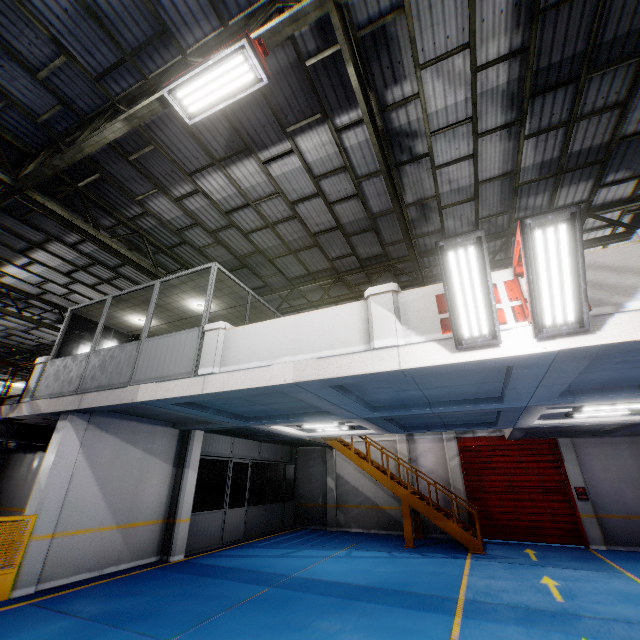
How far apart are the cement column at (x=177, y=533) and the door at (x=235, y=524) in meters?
2.1 m

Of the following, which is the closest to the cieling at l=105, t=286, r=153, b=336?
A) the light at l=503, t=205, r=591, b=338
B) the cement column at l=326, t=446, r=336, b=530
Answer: the light at l=503, t=205, r=591, b=338

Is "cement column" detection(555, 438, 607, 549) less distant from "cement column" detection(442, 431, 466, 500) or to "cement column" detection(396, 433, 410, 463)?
"cement column" detection(442, 431, 466, 500)

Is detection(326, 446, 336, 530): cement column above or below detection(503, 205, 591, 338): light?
below

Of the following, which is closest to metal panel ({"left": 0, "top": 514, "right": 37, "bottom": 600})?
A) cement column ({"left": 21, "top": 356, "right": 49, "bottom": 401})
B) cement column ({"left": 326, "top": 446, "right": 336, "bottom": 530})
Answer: cement column ({"left": 21, "top": 356, "right": 49, "bottom": 401})

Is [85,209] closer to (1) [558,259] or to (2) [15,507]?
(1) [558,259]

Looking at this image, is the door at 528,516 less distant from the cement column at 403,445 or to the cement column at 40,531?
the cement column at 403,445

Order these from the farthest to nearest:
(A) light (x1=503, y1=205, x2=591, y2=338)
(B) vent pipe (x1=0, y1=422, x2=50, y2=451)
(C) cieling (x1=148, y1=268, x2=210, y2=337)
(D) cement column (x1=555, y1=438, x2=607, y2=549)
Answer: (D) cement column (x1=555, y1=438, x2=607, y2=549), (B) vent pipe (x1=0, y1=422, x2=50, y2=451), (C) cieling (x1=148, y1=268, x2=210, y2=337), (A) light (x1=503, y1=205, x2=591, y2=338)
